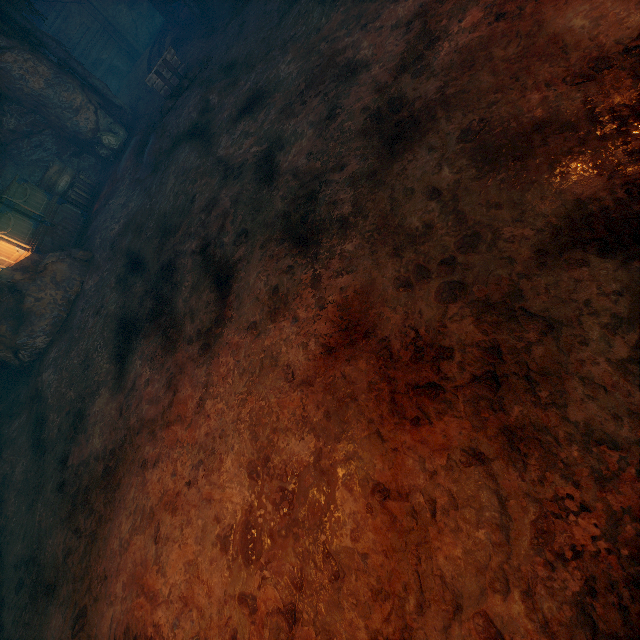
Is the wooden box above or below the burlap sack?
above

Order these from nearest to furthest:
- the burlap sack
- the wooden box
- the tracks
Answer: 1. the burlap sack
2. the wooden box
3. the tracks

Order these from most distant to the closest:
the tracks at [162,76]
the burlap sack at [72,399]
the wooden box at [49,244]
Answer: the tracks at [162,76]
the wooden box at [49,244]
the burlap sack at [72,399]

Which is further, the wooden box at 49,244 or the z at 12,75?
the z at 12,75

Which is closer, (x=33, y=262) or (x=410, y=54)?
(x=410, y=54)

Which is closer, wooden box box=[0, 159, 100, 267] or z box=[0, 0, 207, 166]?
wooden box box=[0, 159, 100, 267]

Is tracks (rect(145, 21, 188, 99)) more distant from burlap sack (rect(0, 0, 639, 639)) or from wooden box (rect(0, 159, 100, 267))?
wooden box (rect(0, 159, 100, 267))
